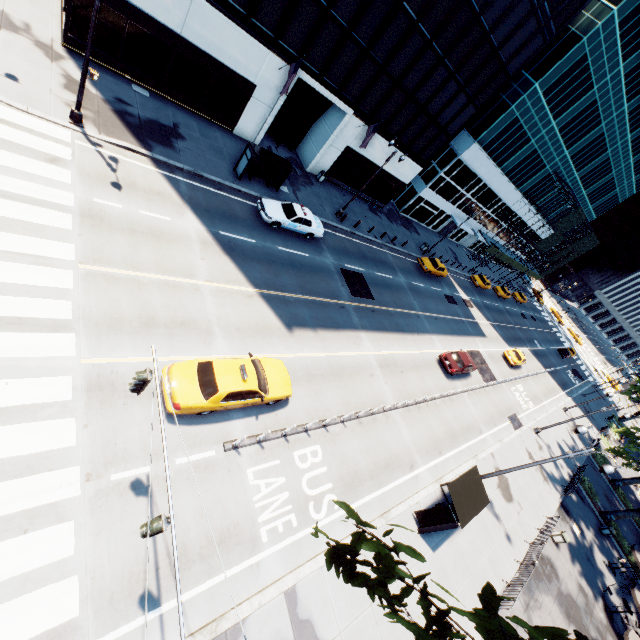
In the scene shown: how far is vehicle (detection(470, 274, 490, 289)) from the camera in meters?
46.2

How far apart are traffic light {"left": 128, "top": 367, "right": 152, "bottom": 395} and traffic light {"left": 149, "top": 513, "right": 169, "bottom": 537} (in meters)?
2.58

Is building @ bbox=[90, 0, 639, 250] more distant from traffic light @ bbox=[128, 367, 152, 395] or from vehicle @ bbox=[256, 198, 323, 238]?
traffic light @ bbox=[128, 367, 152, 395]

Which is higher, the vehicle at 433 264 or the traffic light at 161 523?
the traffic light at 161 523

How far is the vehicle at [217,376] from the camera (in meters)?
10.75

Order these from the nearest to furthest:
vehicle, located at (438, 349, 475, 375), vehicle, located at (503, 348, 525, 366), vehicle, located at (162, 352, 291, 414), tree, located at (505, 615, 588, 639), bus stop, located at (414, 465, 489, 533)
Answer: tree, located at (505, 615, 588, 639) < vehicle, located at (162, 352, 291, 414) < bus stop, located at (414, 465, 489, 533) < vehicle, located at (438, 349, 475, 375) < vehicle, located at (503, 348, 525, 366)

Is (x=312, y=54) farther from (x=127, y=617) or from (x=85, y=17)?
(x=127, y=617)

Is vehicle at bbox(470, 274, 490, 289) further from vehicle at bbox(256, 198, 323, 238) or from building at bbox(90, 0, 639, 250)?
vehicle at bbox(256, 198, 323, 238)
